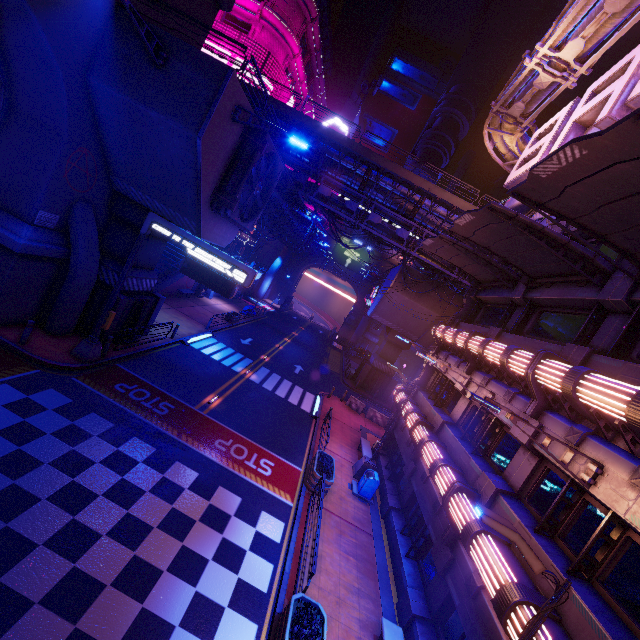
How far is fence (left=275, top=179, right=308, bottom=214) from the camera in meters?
20.4

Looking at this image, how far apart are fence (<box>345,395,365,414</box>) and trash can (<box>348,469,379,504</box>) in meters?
10.4

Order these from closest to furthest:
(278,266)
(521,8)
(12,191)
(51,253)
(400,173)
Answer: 1. (12,191)
2. (51,253)
3. (400,173)
4. (521,8)
5. (278,266)

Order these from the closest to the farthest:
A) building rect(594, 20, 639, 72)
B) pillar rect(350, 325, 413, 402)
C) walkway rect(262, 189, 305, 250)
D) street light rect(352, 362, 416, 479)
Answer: street light rect(352, 362, 416, 479) → walkway rect(262, 189, 305, 250) → pillar rect(350, 325, 413, 402) → building rect(594, 20, 639, 72)

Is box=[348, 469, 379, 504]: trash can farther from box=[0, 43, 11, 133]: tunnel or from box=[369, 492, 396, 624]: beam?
box=[0, 43, 11, 133]: tunnel

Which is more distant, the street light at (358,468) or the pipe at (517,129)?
the street light at (358,468)

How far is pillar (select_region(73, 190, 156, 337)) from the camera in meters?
15.9 m

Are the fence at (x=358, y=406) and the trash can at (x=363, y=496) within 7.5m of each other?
no
